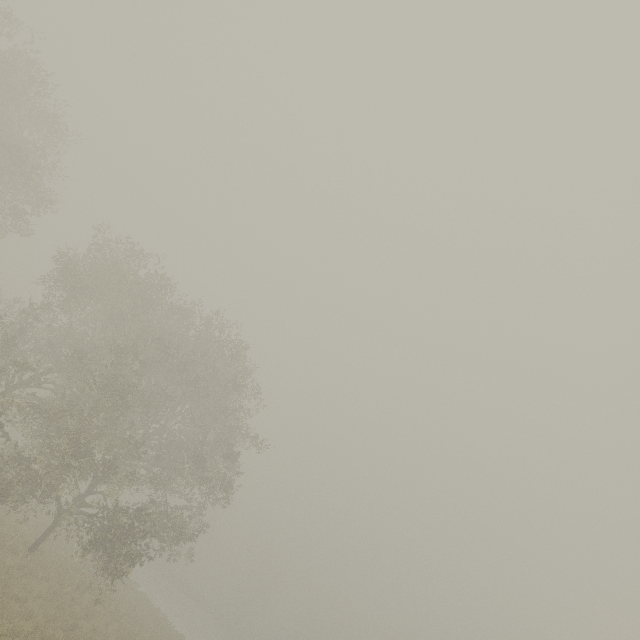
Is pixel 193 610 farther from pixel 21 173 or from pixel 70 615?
pixel 21 173
